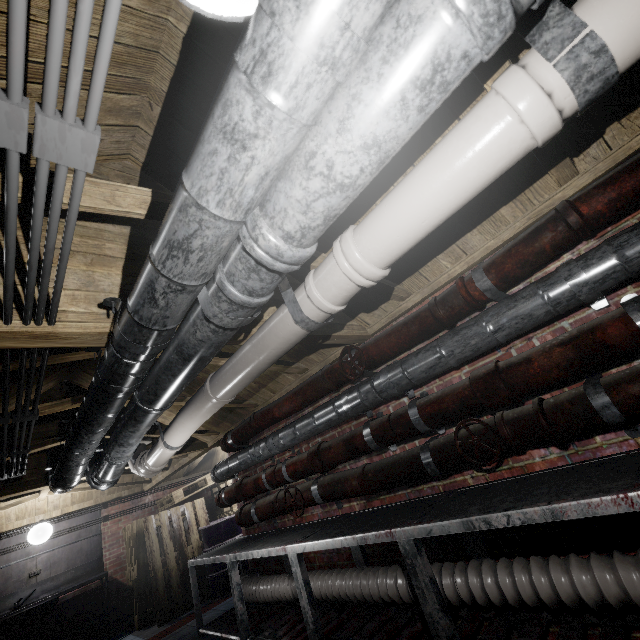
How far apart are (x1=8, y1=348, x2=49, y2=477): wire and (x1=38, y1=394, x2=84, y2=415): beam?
0.05m

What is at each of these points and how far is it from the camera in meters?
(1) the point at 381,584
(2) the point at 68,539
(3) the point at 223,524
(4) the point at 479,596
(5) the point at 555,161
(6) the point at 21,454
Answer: (1) pipe, 2.1 m
(2) sink, 5.4 m
(3) barrel, 5.4 m
(4) pipe, 1.6 m
(5) beam, 1.5 m
(6) wire, 2.3 m

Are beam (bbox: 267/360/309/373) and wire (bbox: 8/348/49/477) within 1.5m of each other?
yes

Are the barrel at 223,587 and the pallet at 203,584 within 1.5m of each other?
yes

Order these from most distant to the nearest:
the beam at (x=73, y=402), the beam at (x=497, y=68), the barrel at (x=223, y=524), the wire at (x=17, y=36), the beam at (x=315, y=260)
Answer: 1. the barrel at (x=223, y=524)
2. the beam at (x=73, y=402)
3. the beam at (x=315, y=260)
4. the beam at (x=497, y=68)
5. the wire at (x=17, y=36)

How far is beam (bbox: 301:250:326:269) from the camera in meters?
1.7 m

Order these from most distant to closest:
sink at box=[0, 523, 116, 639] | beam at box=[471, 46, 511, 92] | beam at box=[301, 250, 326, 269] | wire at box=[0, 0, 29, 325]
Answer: sink at box=[0, 523, 116, 639] → beam at box=[301, 250, 326, 269] → beam at box=[471, 46, 511, 92] → wire at box=[0, 0, 29, 325]

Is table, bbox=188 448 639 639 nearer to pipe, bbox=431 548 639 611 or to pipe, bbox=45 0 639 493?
pipe, bbox=431 548 639 611
